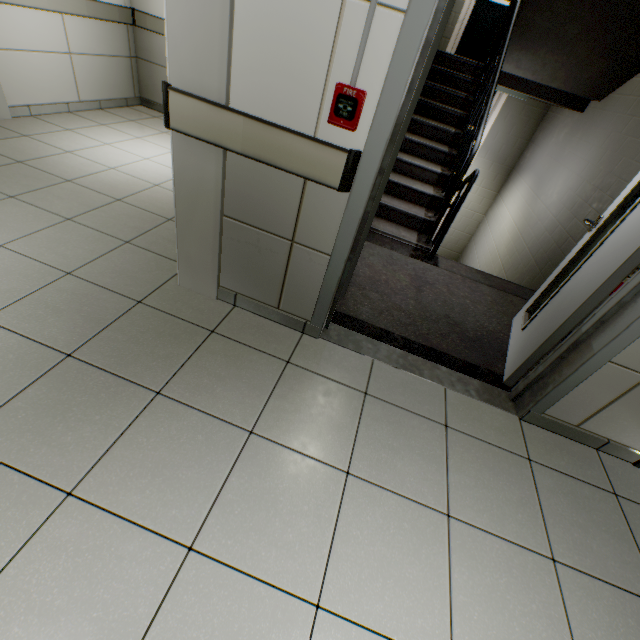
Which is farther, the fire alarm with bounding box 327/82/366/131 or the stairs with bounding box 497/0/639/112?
the stairs with bounding box 497/0/639/112

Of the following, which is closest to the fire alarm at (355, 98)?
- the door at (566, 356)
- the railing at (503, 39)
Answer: the door at (566, 356)

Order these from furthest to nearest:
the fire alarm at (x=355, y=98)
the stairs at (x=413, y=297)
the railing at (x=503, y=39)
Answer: the railing at (x=503, y=39) < the stairs at (x=413, y=297) < the fire alarm at (x=355, y=98)

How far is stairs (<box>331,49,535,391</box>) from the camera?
2.40m

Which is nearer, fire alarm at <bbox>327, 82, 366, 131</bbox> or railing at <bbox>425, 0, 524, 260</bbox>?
fire alarm at <bbox>327, 82, 366, 131</bbox>

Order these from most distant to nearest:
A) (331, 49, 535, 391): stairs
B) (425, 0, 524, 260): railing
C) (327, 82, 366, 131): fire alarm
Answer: (425, 0, 524, 260): railing < (331, 49, 535, 391): stairs < (327, 82, 366, 131): fire alarm

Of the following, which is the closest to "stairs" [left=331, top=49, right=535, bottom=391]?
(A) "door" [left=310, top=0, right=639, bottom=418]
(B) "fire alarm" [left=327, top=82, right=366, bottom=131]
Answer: (A) "door" [left=310, top=0, right=639, bottom=418]

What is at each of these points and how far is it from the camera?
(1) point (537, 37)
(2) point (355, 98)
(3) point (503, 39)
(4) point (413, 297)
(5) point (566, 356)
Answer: (1) stairs, 3.6m
(2) fire alarm, 1.3m
(3) railing, 3.6m
(4) stairs, 2.8m
(5) door, 1.8m
